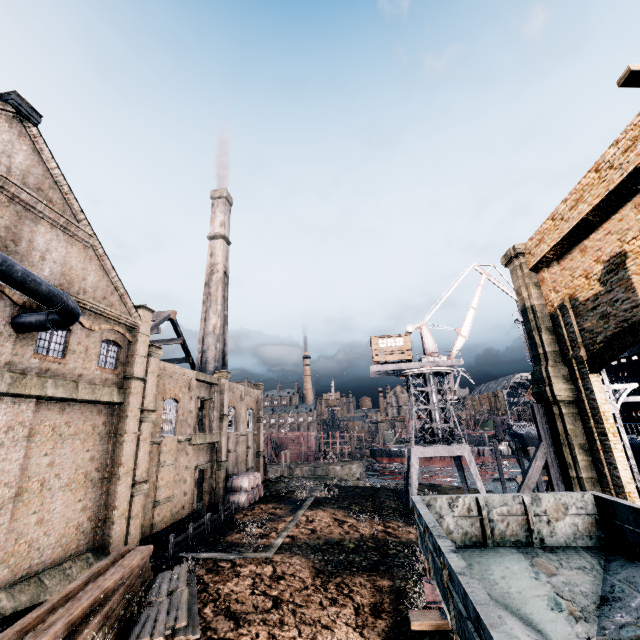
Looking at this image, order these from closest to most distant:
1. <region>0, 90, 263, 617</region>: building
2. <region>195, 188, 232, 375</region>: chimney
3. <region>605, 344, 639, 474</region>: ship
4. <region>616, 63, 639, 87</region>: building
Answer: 1. <region>616, 63, 639, 87</region>: building
2. <region>0, 90, 263, 617</region>: building
3. <region>605, 344, 639, 474</region>: ship
4. <region>195, 188, 232, 375</region>: chimney

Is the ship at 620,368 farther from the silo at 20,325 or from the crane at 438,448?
the silo at 20,325

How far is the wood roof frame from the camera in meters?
38.6

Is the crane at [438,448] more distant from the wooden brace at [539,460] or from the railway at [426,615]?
the railway at [426,615]

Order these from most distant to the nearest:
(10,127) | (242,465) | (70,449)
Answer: (242,465), (70,449), (10,127)

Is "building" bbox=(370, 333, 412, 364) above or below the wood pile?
above

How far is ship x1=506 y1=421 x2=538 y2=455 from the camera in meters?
37.8

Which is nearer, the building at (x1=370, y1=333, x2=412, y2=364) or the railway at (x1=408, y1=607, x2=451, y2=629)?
the railway at (x1=408, y1=607, x2=451, y2=629)
